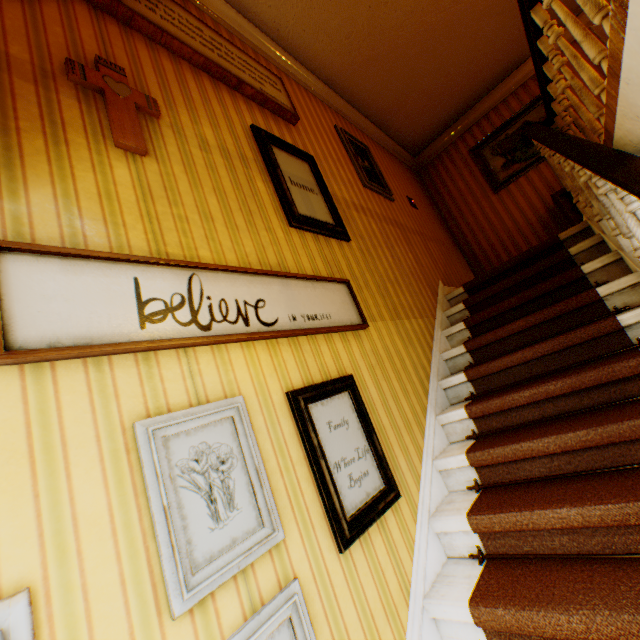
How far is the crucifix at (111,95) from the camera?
1.6 meters

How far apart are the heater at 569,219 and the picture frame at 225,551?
5.4 meters

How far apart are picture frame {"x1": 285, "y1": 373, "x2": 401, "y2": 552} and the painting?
5.30m

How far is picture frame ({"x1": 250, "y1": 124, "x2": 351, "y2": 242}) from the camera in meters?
2.5

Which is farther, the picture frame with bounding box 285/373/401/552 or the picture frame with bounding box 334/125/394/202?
the picture frame with bounding box 334/125/394/202

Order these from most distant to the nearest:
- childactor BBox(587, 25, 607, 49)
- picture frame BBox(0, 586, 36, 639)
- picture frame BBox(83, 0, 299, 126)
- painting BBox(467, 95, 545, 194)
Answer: painting BBox(467, 95, 545, 194), childactor BBox(587, 25, 607, 49), picture frame BBox(83, 0, 299, 126), picture frame BBox(0, 586, 36, 639)

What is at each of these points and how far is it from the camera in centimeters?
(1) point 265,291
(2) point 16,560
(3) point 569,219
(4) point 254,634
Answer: (1) picture frame, 184cm
(2) building, 81cm
(3) heater, 466cm
(4) picture frame, 106cm

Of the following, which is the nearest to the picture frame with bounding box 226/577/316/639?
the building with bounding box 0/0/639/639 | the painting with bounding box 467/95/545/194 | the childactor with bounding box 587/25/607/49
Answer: the building with bounding box 0/0/639/639
